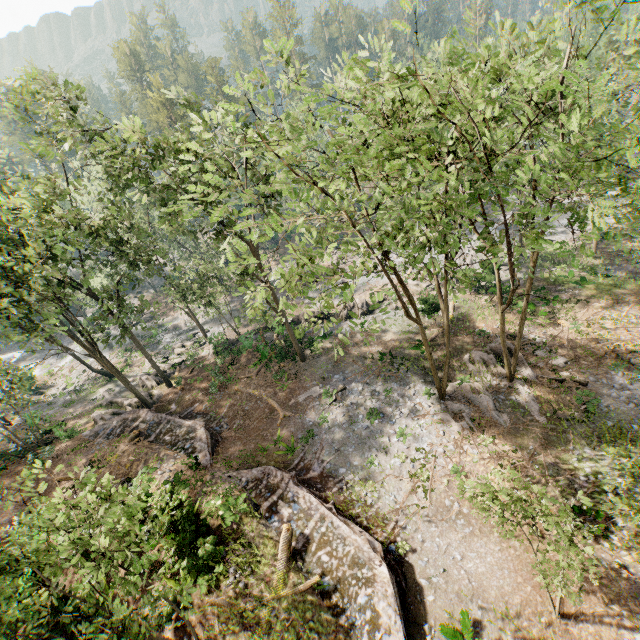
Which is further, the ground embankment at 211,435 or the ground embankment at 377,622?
the ground embankment at 211,435

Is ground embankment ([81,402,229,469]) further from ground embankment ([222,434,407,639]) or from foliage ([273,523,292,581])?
ground embankment ([222,434,407,639])

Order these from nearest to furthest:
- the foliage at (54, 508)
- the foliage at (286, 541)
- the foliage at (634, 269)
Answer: the foliage at (54, 508), the foliage at (286, 541), the foliage at (634, 269)

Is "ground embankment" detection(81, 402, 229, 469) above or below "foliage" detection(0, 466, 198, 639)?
below

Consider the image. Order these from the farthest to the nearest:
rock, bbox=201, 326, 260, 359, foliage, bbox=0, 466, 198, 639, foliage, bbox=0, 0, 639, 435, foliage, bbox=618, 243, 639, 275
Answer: rock, bbox=201, 326, 260, 359 < foliage, bbox=618, 243, 639, 275 < foliage, bbox=0, 0, 639, 435 < foliage, bbox=0, 466, 198, 639

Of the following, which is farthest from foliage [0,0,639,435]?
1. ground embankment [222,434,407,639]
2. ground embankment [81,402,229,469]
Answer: ground embankment [222,434,407,639]

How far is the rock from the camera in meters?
29.5

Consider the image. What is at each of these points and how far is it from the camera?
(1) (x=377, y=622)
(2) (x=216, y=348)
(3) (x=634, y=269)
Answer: (1) ground embankment, 11.8m
(2) rock, 30.4m
(3) foliage, 27.0m
